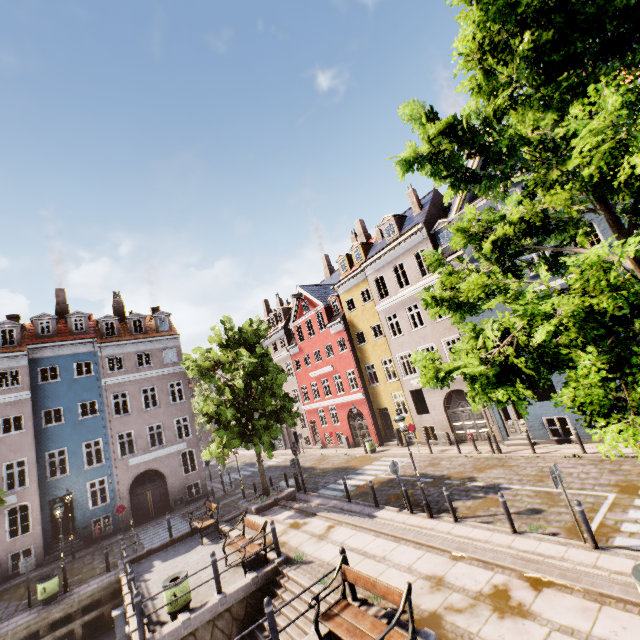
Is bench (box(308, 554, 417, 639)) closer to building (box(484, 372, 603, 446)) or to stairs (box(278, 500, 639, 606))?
stairs (box(278, 500, 639, 606))

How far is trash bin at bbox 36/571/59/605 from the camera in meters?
13.7 m

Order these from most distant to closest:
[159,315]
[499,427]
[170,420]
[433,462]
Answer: [159,315]
[170,420]
[433,462]
[499,427]

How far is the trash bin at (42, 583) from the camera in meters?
13.7 m

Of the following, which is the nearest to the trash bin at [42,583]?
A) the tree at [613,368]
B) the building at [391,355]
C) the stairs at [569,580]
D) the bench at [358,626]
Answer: the tree at [613,368]

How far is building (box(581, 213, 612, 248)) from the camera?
13.4m

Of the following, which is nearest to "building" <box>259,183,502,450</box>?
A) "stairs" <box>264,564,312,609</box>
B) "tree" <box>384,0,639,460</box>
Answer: "tree" <box>384,0,639,460</box>

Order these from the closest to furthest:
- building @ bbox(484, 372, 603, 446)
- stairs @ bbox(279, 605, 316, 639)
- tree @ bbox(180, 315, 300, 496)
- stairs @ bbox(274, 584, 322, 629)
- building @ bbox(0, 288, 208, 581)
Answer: stairs @ bbox(279, 605, 316, 639) → stairs @ bbox(274, 584, 322, 629) → building @ bbox(484, 372, 603, 446) → tree @ bbox(180, 315, 300, 496) → building @ bbox(0, 288, 208, 581)
